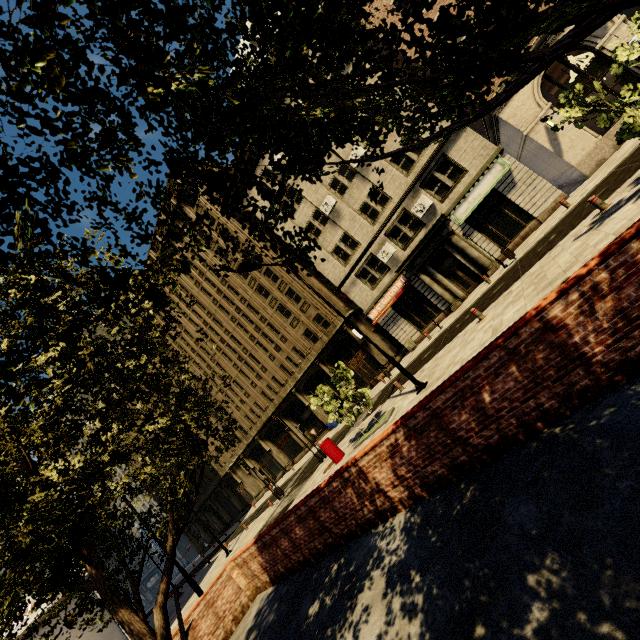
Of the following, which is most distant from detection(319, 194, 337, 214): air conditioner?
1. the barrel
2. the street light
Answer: the barrel

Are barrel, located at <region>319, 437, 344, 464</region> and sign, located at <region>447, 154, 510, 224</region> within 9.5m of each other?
no

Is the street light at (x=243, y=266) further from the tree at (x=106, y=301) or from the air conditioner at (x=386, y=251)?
the air conditioner at (x=386, y=251)

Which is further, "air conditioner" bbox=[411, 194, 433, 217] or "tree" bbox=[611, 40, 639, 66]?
"air conditioner" bbox=[411, 194, 433, 217]

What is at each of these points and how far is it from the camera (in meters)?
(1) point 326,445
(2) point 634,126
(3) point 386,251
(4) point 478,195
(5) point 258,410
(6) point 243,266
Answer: (1) barrel, 15.15
(2) tree, 7.50
(3) air conditioner, 23.91
(4) sign, 20.33
(5) building, 37.47
(6) street light, 11.76

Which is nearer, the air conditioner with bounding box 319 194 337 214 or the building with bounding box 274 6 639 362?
the building with bounding box 274 6 639 362

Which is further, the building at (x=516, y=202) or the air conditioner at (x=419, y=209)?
the air conditioner at (x=419, y=209)

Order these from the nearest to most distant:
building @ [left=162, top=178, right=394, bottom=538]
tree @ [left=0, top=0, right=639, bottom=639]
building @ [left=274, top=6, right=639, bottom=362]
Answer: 1. tree @ [left=0, top=0, right=639, bottom=639]
2. building @ [left=274, top=6, right=639, bottom=362]
3. building @ [left=162, top=178, right=394, bottom=538]
